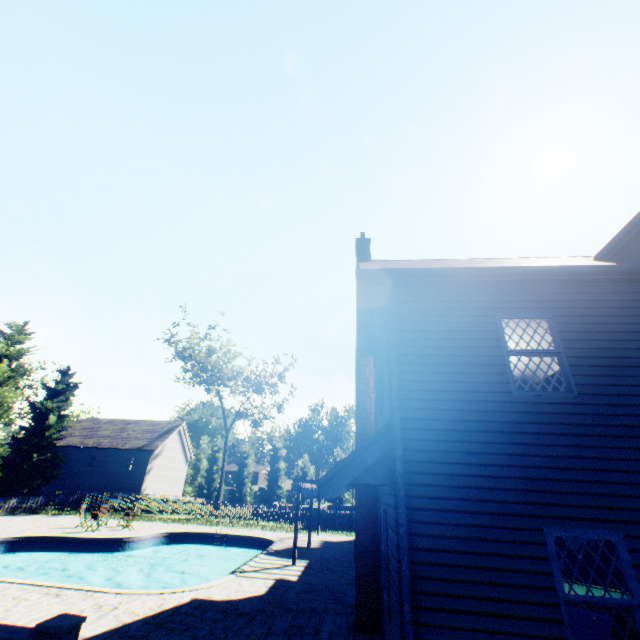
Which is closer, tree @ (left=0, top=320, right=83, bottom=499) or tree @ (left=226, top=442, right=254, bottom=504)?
tree @ (left=0, top=320, right=83, bottom=499)

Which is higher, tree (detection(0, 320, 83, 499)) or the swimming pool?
tree (detection(0, 320, 83, 499))

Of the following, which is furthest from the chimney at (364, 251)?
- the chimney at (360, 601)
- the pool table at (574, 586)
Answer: the pool table at (574, 586)

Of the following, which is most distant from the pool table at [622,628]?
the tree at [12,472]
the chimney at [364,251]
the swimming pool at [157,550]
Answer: the tree at [12,472]

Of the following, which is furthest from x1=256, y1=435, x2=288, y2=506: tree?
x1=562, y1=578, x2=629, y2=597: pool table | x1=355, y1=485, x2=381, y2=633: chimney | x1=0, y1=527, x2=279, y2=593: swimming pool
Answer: x1=562, y1=578, x2=629, y2=597: pool table

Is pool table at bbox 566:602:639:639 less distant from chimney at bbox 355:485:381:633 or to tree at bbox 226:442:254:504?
chimney at bbox 355:485:381:633

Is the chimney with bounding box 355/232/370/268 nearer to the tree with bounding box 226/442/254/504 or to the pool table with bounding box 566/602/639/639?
the pool table with bounding box 566/602/639/639

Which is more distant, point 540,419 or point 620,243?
point 620,243
